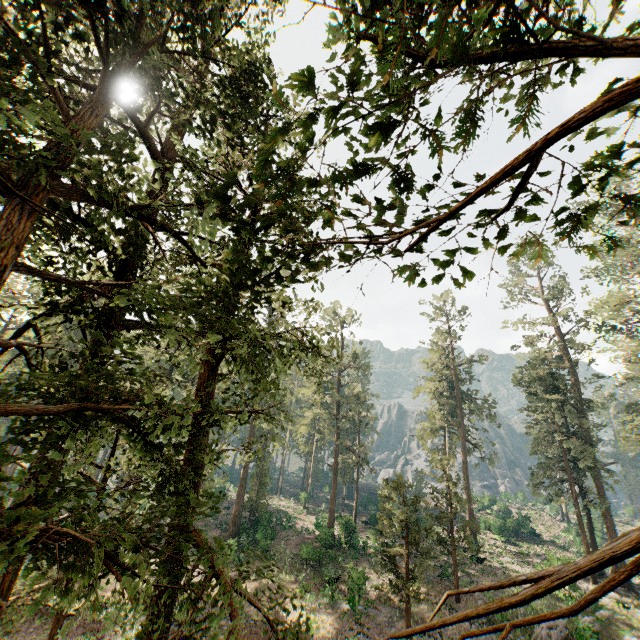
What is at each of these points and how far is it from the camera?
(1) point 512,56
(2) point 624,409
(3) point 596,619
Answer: (1) foliage, 3.1m
(2) foliage, 35.1m
(3) foliage, 22.3m

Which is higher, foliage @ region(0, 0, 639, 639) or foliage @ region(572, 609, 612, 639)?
foliage @ region(0, 0, 639, 639)

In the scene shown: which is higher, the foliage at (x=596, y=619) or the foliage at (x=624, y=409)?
the foliage at (x=624, y=409)

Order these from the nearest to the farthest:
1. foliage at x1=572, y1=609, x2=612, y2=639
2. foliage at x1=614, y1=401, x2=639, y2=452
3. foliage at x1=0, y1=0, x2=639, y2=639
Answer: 1. foliage at x1=0, y1=0, x2=639, y2=639
2. foliage at x1=572, y1=609, x2=612, y2=639
3. foliage at x1=614, y1=401, x2=639, y2=452

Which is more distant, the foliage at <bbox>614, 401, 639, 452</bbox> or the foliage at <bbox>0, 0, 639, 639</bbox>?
the foliage at <bbox>614, 401, 639, 452</bbox>

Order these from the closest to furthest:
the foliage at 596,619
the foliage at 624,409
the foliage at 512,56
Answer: the foliage at 512,56 → the foliage at 596,619 → the foliage at 624,409

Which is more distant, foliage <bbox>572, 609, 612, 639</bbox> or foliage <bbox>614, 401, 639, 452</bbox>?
foliage <bbox>614, 401, 639, 452</bbox>
